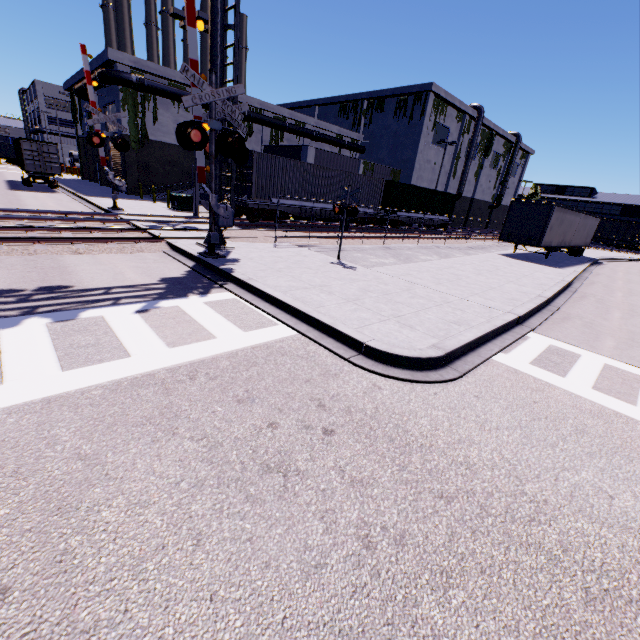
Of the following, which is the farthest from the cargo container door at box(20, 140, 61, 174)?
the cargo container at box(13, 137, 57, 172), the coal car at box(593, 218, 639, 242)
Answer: the coal car at box(593, 218, 639, 242)

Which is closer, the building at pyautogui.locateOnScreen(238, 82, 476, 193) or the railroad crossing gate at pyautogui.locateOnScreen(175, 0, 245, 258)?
the railroad crossing gate at pyautogui.locateOnScreen(175, 0, 245, 258)

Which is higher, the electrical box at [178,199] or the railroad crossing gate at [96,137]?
the railroad crossing gate at [96,137]

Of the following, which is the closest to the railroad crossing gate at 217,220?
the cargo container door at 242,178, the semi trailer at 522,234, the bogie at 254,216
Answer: the bogie at 254,216

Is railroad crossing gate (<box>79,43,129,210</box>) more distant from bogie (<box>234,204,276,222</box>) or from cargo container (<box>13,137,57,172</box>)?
bogie (<box>234,204,276,222</box>)

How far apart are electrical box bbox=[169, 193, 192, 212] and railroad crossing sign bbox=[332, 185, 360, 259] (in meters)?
13.96

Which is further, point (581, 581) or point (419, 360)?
point (419, 360)

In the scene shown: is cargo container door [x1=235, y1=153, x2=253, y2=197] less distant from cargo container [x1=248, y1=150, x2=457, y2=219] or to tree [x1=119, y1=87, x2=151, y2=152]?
cargo container [x1=248, y1=150, x2=457, y2=219]
